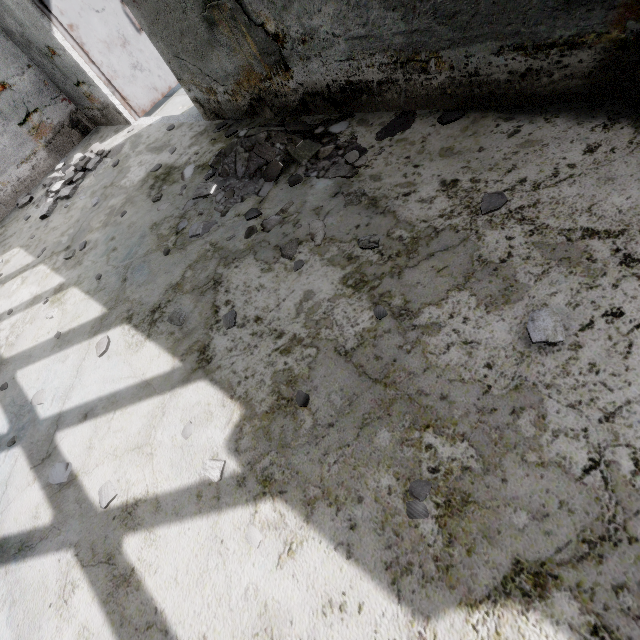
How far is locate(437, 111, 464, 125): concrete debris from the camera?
2.67m

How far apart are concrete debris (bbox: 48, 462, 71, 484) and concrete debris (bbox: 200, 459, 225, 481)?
1.28m

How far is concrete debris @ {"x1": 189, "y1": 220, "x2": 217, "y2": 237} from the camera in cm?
333

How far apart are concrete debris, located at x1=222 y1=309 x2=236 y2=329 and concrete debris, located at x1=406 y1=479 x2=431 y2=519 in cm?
169

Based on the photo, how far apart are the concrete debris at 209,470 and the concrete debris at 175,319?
1.3m

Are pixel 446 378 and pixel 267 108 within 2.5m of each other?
no

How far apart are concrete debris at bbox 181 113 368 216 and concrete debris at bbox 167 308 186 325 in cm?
83

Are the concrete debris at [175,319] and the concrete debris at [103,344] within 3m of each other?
yes
